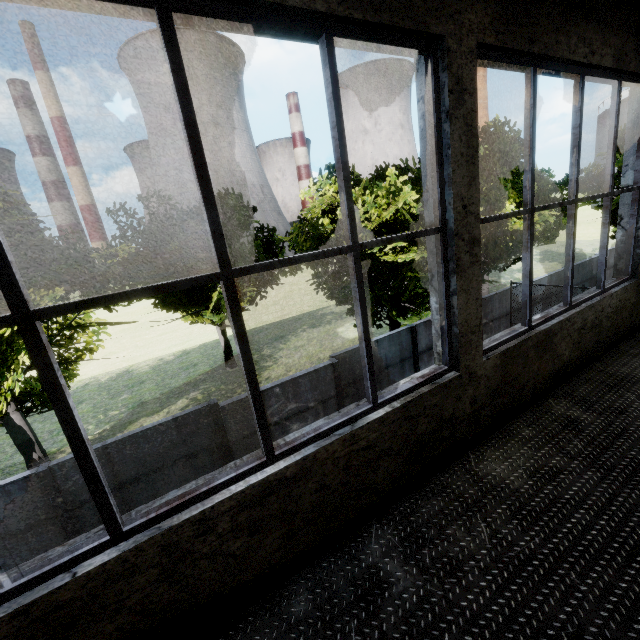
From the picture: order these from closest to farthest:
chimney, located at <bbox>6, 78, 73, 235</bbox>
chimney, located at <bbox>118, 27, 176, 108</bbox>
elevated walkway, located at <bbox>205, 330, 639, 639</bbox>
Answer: elevated walkway, located at <bbox>205, 330, 639, 639</bbox>
chimney, located at <bbox>6, 78, 73, 235</bbox>
chimney, located at <bbox>118, 27, 176, 108</bbox>

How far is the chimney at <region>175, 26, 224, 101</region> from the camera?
56.66m

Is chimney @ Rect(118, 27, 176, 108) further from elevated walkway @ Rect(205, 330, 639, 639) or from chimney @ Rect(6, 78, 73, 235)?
elevated walkway @ Rect(205, 330, 639, 639)

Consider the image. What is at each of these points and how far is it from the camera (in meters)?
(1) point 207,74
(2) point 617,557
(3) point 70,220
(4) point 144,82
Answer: (1) chimney, 59.97
(2) elevated walkway, 2.14
(3) chimney, 59.59
(4) chimney, 59.88

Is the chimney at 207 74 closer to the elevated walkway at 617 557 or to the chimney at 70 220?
the chimney at 70 220

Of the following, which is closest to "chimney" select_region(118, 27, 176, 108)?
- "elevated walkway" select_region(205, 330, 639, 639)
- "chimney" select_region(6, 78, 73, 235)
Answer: "chimney" select_region(6, 78, 73, 235)

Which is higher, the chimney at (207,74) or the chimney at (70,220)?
the chimney at (207,74)
